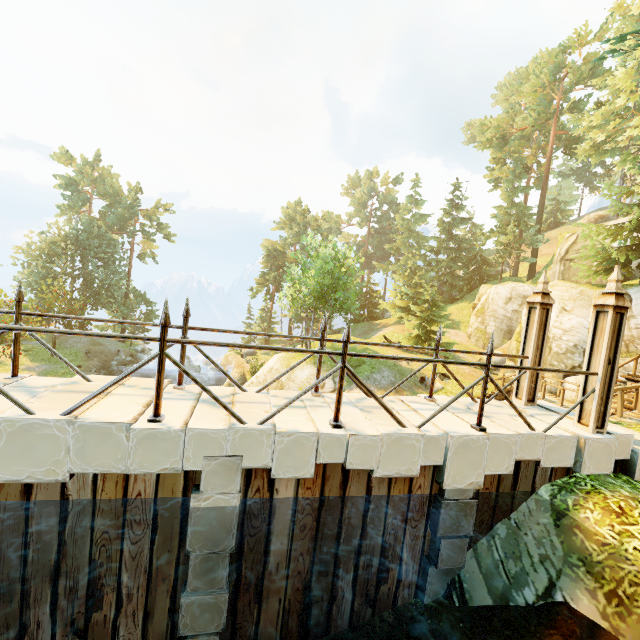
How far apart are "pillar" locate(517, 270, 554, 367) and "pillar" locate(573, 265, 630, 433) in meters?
1.0 m

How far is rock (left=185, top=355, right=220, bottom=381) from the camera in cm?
3819

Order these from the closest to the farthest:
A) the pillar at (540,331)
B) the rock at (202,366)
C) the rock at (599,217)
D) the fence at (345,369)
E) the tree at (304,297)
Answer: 1. the fence at (345,369)
2. the pillar at (540,331)
3. the tree at (304,297)
4. the rock at (202,366)
5. the rock at (599,217)

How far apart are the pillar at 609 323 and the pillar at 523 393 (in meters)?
0.96

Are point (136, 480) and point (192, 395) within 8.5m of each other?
yes

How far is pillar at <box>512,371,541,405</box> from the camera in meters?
6.5

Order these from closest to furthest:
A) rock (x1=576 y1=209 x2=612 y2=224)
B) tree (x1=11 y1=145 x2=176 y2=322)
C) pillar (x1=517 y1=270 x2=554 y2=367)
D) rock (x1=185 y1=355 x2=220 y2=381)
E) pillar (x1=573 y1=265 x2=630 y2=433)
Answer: pillar (x1=573 y1=265 x2=630 y2=433) < pillar (x1=517 y1=270 x2=554 y2=367) < tree (x1=11 y1=145 x2=176 y2=322) < rock (x1=185 y1=355 x2=220 y2=381) < rock (x1=576 y1=209 x2=612 y2=224)
